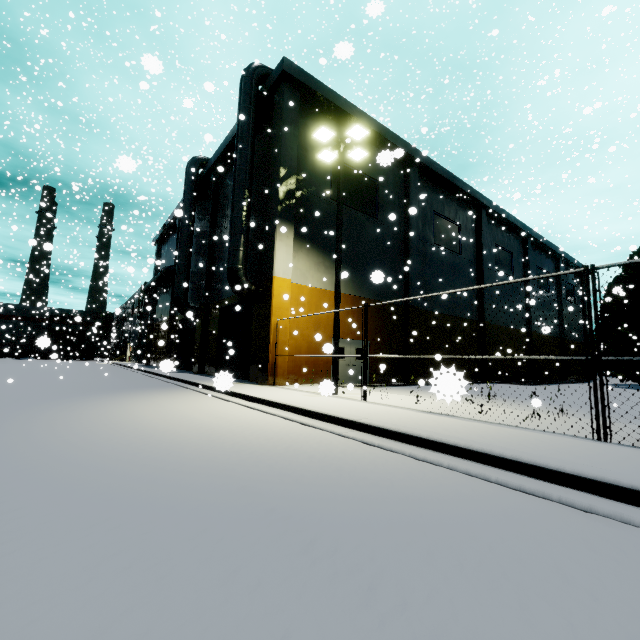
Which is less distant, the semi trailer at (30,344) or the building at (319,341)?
the building at (319,341)

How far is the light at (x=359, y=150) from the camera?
11.77m

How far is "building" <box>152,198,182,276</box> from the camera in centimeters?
2375cm

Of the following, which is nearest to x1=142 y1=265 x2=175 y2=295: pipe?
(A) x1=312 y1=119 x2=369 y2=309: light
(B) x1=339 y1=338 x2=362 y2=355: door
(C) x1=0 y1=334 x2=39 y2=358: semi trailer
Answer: (C) x1=0 y1=334 x2=39 y2=358: semi trailer

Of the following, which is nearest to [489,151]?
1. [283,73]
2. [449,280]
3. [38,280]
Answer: [449,280]

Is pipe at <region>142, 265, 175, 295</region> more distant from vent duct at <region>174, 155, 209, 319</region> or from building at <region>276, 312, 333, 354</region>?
vent duct at <region>174, 155, 209, 319</region>

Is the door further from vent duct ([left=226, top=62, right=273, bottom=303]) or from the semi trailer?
the semi trailer

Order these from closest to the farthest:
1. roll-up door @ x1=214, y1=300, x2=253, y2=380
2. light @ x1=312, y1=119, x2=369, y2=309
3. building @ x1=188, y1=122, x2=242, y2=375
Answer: light @ x1=312, y1=119, x2=369, y2=309
roll-up door @ x1=214, y1=300, x2=253, y2=380
building @ x1=188, y1=122, x2=242, y2=375
